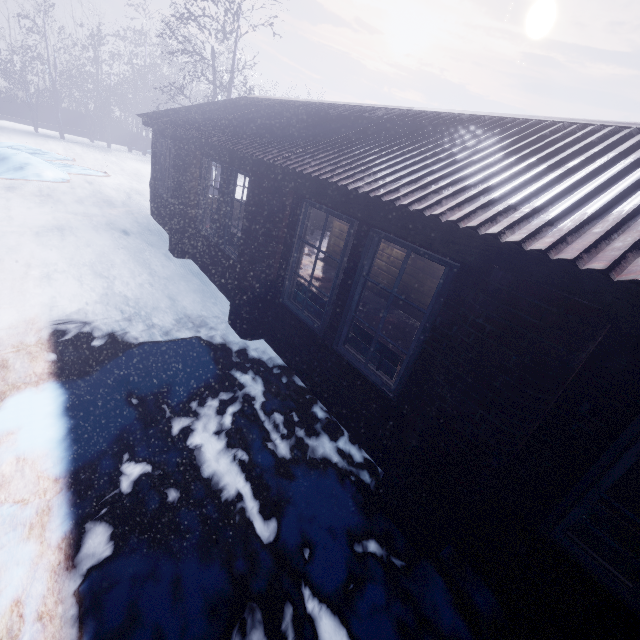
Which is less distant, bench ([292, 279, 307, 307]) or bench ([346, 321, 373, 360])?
bench ([346, 321, 373, 360])

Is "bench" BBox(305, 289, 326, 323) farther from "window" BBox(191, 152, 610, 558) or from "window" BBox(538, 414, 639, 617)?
"window" BBox(538, 414, 639, 617)

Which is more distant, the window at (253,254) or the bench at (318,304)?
the bench at (318,304)

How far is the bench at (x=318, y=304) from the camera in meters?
3.9 m

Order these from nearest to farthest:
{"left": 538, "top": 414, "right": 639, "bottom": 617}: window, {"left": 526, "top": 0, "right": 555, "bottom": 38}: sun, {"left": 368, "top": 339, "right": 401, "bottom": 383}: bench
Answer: {"left": 538, "top": 414, "right": 639, "bottom": 617}: window, {"left": 368, "top": 339, "right": 401, "bottom": 383}: bench, {"left": 526, "top": 0, "right": 555, "bottom": 38}: sun

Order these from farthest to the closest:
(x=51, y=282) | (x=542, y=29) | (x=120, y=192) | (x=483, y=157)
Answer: (x=542, y=29)
(x=120, y=192)
(x=51, y=282)
(x=483, y=157)

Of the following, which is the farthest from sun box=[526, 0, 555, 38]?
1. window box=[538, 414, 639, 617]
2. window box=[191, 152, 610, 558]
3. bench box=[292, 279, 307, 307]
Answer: window box=[538, 414, 639, 617]

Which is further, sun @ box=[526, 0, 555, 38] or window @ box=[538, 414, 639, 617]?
sun @ box=[526, 0, 555, 38]
